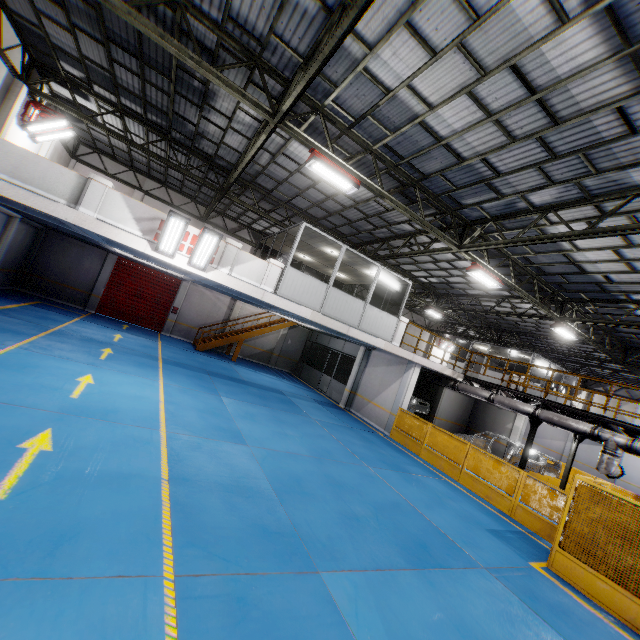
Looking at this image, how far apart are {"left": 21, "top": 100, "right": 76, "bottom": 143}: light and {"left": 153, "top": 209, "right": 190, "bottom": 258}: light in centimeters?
767cm

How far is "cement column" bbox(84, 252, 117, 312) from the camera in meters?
19.3 m

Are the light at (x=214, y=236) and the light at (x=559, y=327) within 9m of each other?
no

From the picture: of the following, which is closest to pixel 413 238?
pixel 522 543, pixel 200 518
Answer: pixel 522 543

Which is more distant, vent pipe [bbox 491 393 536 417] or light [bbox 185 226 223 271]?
vent pipe [bbox 491 393 536 417]

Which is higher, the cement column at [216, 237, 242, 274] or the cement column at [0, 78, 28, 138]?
the cement column at [0, 78, 28, 138]

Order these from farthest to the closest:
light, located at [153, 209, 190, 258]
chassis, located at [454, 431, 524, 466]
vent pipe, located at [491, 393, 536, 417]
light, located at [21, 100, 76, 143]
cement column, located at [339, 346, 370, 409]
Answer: cement column, located at [339, 346, 370, 409] < chassis, located at [454, 431, 524, 466] < vent pipe, located at [491, 393, 536, 417] < light, located at [21, 100, 76, 143] < light, located at [153, 209, 190, 258]

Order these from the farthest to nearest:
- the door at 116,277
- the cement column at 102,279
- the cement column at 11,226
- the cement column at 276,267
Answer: the door at 116,277 < the cement column at 102,279 < the cement column at 11,226 < the cement column at 276,267
